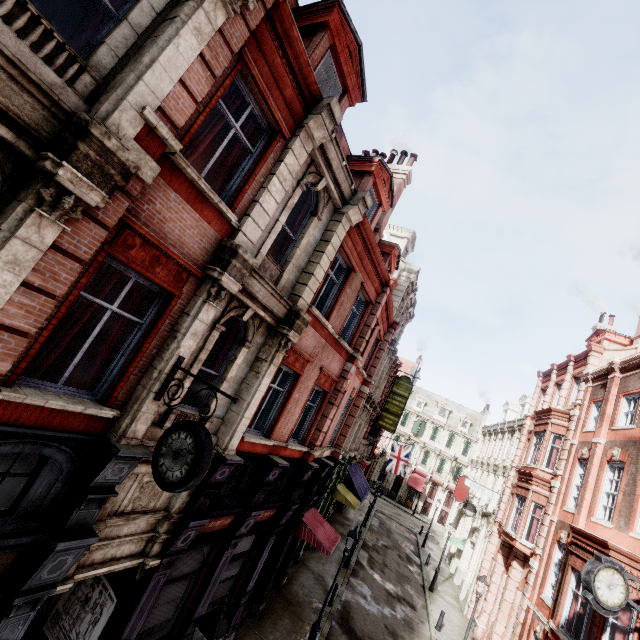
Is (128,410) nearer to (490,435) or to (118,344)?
(118,344)

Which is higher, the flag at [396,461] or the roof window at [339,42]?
the roof window at [339,42]

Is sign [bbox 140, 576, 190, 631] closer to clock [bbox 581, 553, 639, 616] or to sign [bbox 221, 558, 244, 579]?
sign [bbox 221, 558, 244, 579]

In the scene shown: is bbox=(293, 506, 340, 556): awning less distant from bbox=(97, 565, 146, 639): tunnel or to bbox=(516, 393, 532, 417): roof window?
bbox=(97, 565, 146, 639): tunnel

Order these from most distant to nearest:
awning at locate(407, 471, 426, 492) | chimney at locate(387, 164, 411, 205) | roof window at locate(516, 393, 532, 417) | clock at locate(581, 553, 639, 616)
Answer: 1. awning at locate(407, 471, 426, 492)
2. roof window at locate(516, 393, 532, 417)
3. chimney at locate(387, 164, 411, 205)
4. clock at locate(581, 553, 639, 616)

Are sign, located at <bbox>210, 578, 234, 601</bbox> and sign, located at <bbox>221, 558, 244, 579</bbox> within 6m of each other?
yes

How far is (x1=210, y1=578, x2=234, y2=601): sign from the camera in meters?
9.8 m

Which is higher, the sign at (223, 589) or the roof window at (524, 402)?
the roof window at (524, 402)
